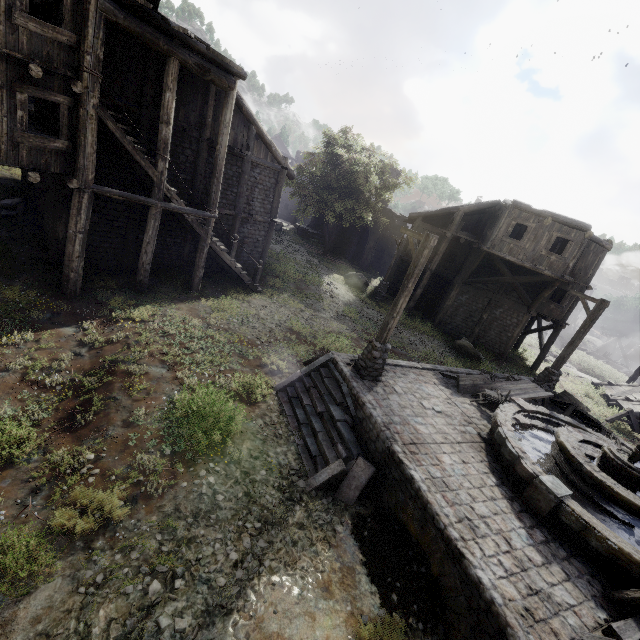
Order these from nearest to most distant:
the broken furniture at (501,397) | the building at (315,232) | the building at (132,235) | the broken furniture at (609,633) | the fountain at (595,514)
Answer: the broken furniture at (609,633)
the fountain at (595,514)
the building at (132,235)
the broken furniture at (501,397)
the building at (315,232)

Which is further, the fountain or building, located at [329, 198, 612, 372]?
building, located at [329, 198, 612, 372]

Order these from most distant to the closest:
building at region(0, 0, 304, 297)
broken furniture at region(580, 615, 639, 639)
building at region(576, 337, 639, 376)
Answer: building at region(576, 337, 639, 376), building at region(0, 0, 304, 297), broken furniture at region(580, 615, 639, 639)

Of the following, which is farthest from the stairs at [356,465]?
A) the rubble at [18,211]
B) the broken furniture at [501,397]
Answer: the rubble at [18,211]

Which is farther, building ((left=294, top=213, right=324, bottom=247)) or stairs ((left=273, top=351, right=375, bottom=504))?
building ((left=294, top=213, right=324, bottom=247))

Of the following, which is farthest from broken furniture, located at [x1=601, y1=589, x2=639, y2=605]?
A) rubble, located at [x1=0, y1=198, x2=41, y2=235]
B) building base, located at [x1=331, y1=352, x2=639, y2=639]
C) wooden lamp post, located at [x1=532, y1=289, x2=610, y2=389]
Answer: rubble, located at [x1=0, y1=198, x2=41, y2=235]

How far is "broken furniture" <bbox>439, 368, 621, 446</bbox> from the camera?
11.52m

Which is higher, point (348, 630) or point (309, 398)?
point (309, 398)
